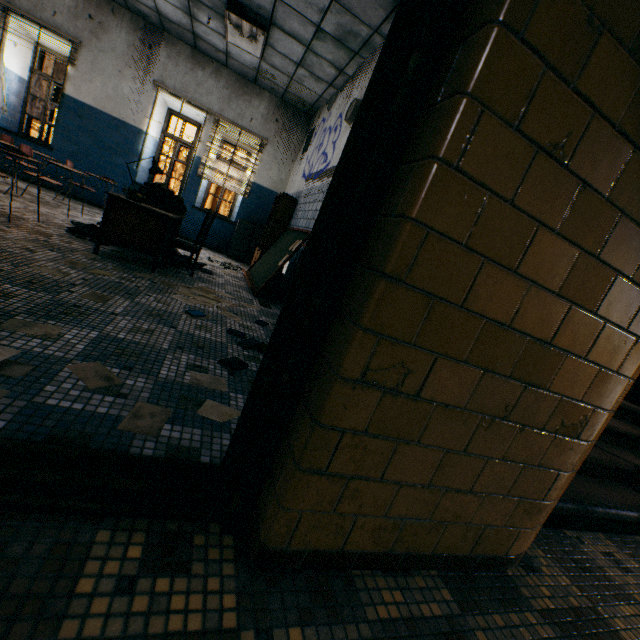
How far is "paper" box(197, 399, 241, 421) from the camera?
1.6m

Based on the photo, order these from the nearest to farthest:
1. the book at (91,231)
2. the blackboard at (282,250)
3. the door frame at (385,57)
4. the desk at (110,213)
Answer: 1. the door frame at (385,57)
2. the desk at (110,213)
3. the book at (91,231)
4. the blackboard at (282,250)

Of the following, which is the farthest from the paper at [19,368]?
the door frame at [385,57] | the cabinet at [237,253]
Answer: the cabinet at [237,253]

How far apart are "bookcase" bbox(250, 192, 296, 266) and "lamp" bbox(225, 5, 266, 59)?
2.4 meters

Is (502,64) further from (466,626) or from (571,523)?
(571,523)

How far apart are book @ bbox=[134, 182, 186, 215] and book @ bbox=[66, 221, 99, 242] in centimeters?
54cm

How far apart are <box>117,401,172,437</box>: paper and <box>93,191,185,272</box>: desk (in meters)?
2.78

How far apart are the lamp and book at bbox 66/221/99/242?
3.6m
